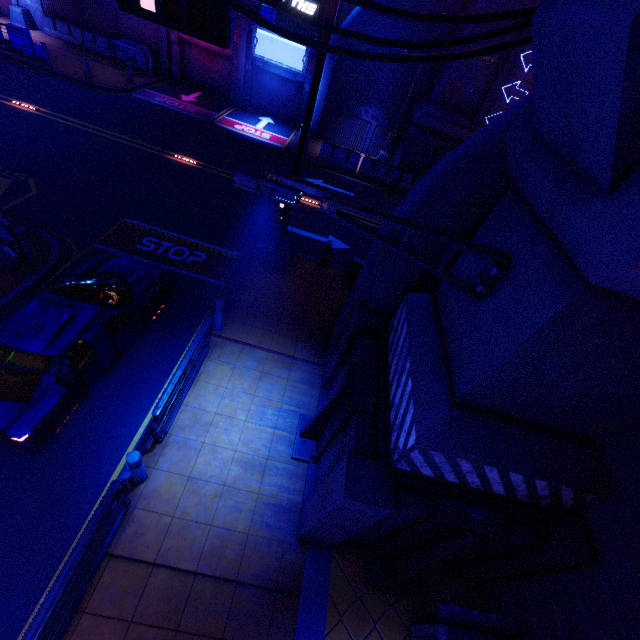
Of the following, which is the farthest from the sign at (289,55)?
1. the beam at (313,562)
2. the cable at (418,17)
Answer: the beam at (313,562)

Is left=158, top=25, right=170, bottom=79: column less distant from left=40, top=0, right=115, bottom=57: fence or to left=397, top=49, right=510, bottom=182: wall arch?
left=40, top=0, right=115, bottom=57: fence

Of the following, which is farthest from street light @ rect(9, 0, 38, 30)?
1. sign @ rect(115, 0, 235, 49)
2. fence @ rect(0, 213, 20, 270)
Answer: fence @ rect(0, 213, 20, 270)

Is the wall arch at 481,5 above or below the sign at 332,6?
above

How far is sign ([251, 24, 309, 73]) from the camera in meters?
20.3 m

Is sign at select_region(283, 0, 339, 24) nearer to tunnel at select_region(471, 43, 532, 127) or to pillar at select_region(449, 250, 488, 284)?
pillar at select_region(449, 250, 488, 284)

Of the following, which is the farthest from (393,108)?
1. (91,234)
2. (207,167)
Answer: (91,234)

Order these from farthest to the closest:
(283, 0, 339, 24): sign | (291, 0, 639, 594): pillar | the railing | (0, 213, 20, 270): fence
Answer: (0, 213, 20, 270): fence → (283, 0, 339, 24): sign → the railing → (291, 0, 639, 594): pillar
